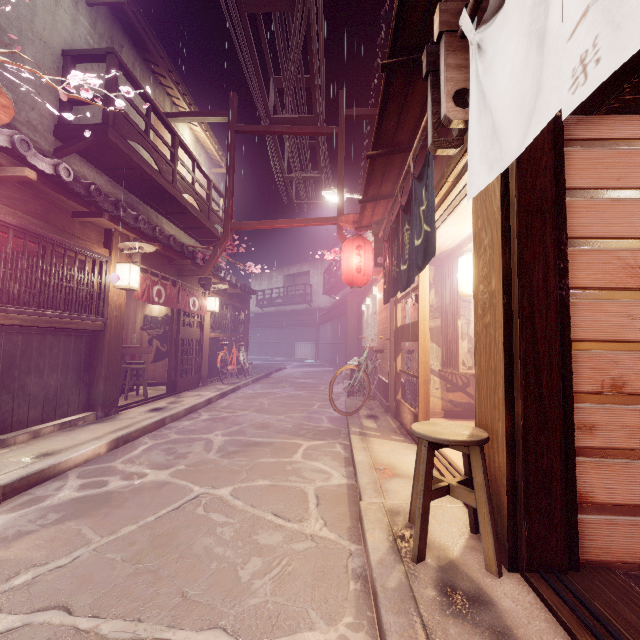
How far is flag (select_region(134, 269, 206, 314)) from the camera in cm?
1134

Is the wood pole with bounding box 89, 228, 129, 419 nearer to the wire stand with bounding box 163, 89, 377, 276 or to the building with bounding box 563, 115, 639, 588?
the wire stand with bounding box 163, 89, 377, 276

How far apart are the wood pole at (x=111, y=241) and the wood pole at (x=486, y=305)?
10.2m

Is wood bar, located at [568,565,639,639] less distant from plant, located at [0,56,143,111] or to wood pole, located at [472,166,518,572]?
wood pole, located at [472,166,518,572]

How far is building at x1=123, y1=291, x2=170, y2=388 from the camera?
17.2 meters

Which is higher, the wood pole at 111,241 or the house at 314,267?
→ the house at 314,267

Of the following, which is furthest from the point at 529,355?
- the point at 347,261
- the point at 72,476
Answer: the point at 347,261

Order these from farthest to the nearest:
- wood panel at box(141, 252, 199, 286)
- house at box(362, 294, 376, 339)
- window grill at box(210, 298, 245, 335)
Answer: window grill at box(210, 298, 245, 335) < house at box(362, 294, 376, 339) < wood panel at box(141, 252, 199, 286)
